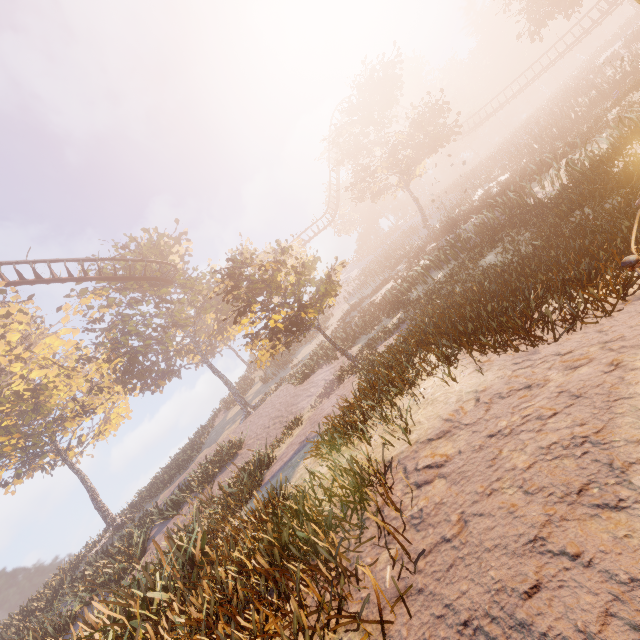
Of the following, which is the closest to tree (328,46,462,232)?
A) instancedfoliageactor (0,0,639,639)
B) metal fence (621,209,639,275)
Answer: instancedfoliageactor (0,0,639,639)

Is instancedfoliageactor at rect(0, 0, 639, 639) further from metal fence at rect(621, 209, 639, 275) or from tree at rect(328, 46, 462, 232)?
tree at rect(328, 46, 462, 232)

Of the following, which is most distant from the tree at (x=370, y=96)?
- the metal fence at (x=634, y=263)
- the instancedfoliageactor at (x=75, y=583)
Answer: the metal fence at (x=634, y=263)

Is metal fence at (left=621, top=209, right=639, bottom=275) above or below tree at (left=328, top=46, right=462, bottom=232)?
below

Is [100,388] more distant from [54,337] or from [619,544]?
[619,544]

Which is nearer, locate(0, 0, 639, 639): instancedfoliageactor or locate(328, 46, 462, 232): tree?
locate(0, 0, 639, 639): instancedfoliageactor

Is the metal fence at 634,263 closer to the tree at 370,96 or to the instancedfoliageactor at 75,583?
the instancedfoliageactor at 75,583
